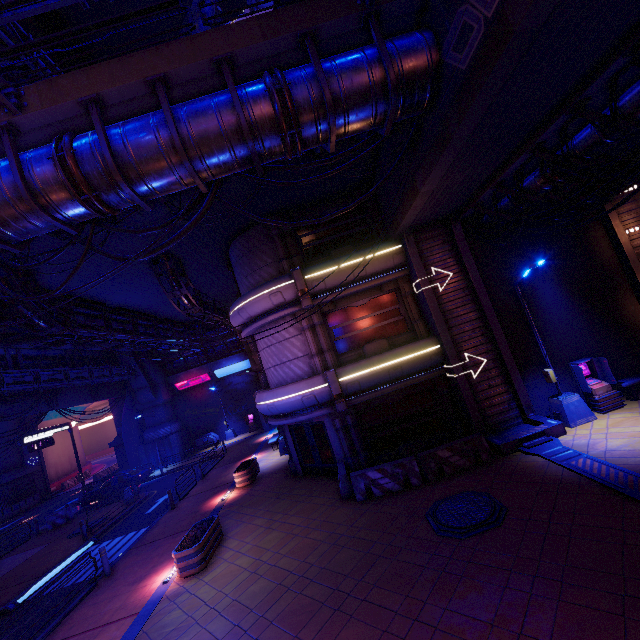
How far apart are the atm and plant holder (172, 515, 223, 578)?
14.96m

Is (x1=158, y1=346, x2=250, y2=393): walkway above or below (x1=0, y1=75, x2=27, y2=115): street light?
below

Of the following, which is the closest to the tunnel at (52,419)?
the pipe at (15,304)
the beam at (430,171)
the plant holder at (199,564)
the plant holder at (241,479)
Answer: the pipe at (15,304)

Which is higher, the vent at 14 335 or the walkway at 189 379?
the vent at 14 335

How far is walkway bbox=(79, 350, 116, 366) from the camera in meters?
29.0 m

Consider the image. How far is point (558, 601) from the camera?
5.63m

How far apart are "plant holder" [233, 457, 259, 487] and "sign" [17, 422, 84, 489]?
19.7 meters

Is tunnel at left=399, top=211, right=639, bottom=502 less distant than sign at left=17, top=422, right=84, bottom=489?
Yes
